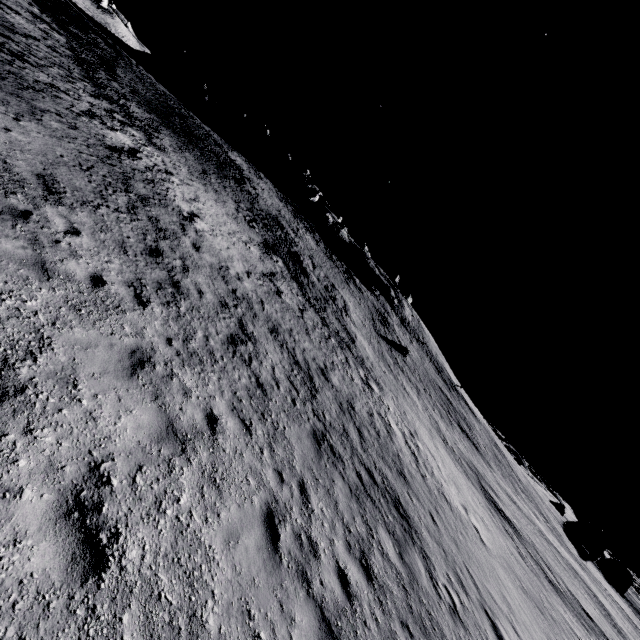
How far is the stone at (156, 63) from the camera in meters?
58.3 m

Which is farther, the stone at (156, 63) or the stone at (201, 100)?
the stone at (156, 63)

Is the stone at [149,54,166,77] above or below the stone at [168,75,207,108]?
below

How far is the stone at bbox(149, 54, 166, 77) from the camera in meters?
58.3 m

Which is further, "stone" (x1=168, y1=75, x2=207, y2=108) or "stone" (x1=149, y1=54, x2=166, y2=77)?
"stone" (x1=149, y1=54, x2=166, y2=77)

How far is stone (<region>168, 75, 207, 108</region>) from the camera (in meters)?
56.88

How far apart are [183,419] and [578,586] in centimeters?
4160cm
